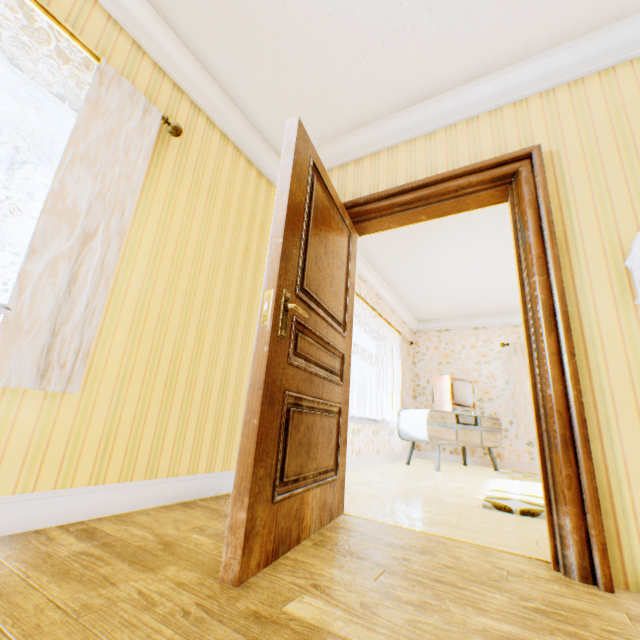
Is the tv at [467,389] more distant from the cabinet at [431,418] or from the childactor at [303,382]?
the childactor at [303,382]

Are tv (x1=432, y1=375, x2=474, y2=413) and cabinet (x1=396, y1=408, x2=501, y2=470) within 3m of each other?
yes

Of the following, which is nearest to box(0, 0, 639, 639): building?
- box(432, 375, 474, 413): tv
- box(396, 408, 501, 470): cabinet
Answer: box(396, 408, 501, 470): cabinet

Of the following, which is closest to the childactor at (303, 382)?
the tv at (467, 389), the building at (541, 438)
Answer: the building at (541, 438)

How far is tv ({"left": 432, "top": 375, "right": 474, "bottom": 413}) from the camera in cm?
581

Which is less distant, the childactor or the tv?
the childactor

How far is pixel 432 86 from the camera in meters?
2.6 m

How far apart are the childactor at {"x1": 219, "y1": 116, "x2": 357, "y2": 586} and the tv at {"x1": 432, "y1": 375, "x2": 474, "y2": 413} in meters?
4.0
